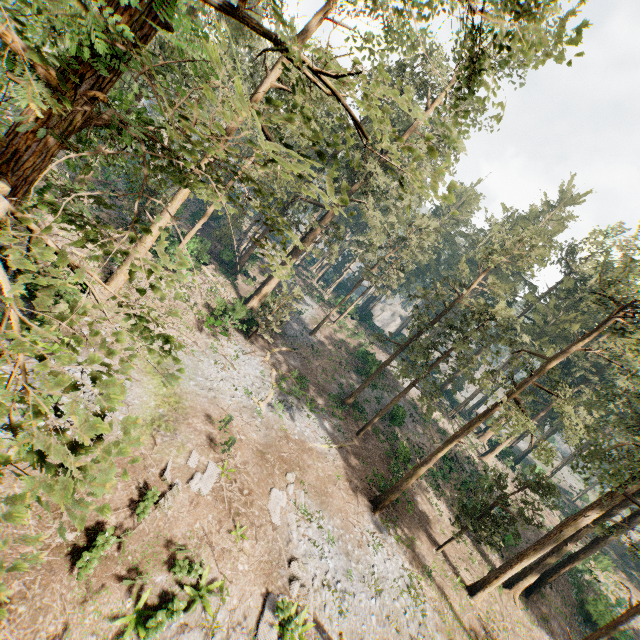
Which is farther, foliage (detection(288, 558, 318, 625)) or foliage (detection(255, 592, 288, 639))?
foliage (detection(288, 558, 318, 625))

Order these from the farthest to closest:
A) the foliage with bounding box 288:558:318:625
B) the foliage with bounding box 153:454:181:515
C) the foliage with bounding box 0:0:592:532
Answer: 1. the foliage with bounding box 288:558:318:625
2. the foliage with bounding box 153:454:181:515
3. the foliage with bounding box 0:0:592:532

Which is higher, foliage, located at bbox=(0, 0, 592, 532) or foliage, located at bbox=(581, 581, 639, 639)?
foliage, located at bbox=(0, 0, 592, 532)

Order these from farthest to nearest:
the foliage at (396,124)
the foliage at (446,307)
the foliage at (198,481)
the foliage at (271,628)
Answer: the foliage at (446,307) < the foliage at (198,481) < the foliage at (271,628) < the foliage at (396,124)

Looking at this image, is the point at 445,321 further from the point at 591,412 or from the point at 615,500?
the point at 591,412

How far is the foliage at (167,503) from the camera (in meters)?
12.59
